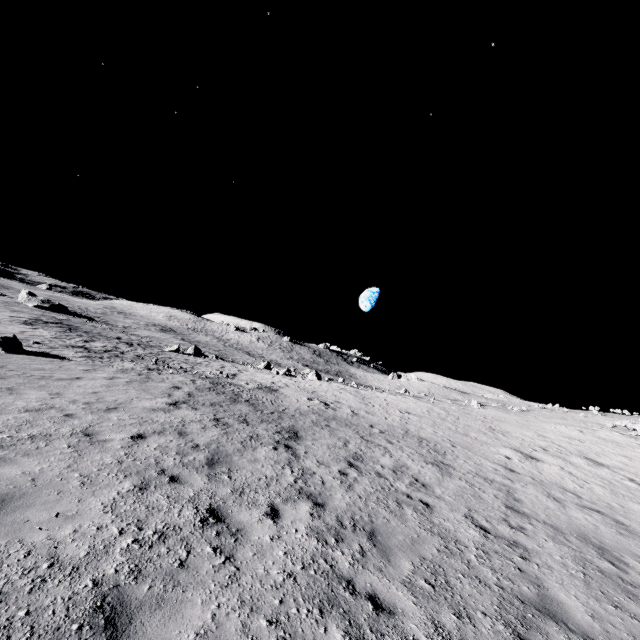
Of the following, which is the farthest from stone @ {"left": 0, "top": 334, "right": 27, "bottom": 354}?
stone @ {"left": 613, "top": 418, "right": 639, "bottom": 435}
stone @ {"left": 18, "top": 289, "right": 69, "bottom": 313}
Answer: stone @ {"left": 18, "top": 289, "right": 69, "bottom": 313}

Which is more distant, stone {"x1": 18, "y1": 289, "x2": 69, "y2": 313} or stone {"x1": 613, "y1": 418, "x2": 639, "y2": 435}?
stone {"x1": 18, "y1": 289, "x2": 69, "y2": 313}

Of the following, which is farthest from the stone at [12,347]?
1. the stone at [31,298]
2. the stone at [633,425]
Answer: the stone at [31,298]

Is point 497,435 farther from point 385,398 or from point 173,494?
point 173,494

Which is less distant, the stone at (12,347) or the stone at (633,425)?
the stone at (12,347)

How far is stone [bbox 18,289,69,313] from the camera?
55.09m
